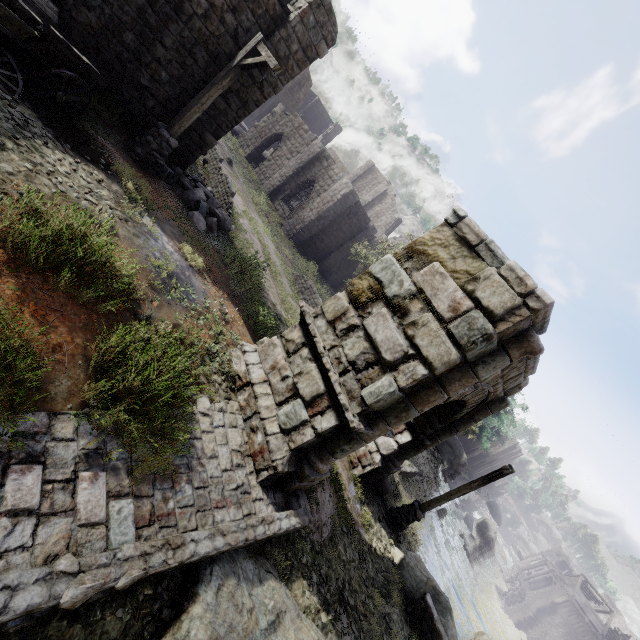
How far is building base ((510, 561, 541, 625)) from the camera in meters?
46.4 m

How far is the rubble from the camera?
10.38m

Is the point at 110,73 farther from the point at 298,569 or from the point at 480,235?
the point at 298,569

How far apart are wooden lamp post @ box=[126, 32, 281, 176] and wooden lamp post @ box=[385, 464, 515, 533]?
12.81m

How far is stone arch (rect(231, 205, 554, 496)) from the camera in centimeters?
552cm

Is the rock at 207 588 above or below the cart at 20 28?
below

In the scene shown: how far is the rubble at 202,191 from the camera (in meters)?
10.38

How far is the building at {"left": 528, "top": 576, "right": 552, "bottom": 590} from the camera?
53.0m
